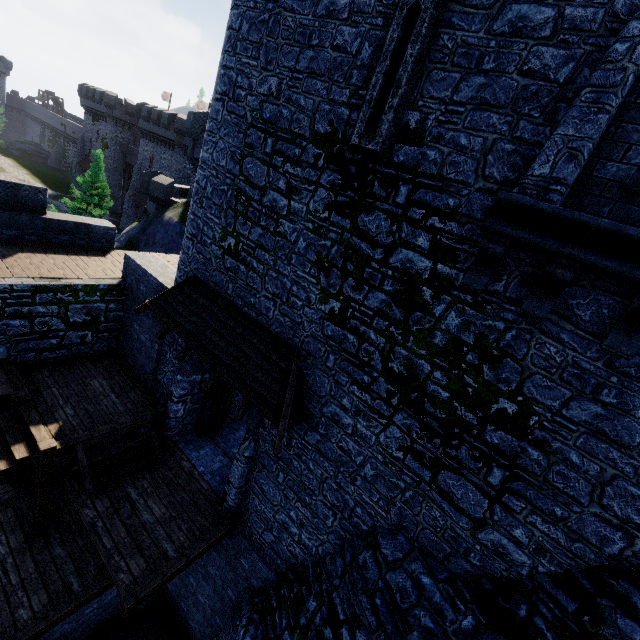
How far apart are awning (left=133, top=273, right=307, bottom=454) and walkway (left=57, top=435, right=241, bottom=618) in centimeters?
364cm

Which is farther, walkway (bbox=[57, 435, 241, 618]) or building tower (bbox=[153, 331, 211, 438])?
building tower (bbox=[153, 331, 211, 438])

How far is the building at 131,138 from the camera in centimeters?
4019cm

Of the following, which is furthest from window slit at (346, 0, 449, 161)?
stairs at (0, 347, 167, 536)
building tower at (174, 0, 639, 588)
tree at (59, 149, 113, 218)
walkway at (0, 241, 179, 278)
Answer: tree at (59, 149, 113, 218)

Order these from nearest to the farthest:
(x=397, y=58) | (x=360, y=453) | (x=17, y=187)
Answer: (x=397, y=58) → (x=360, y=453) → (x=17, y=187)

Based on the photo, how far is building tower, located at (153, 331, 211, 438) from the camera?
9.9 meters

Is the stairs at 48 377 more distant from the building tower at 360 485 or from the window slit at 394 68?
the window slit at 394 68

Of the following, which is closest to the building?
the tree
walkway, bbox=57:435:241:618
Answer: the tree
